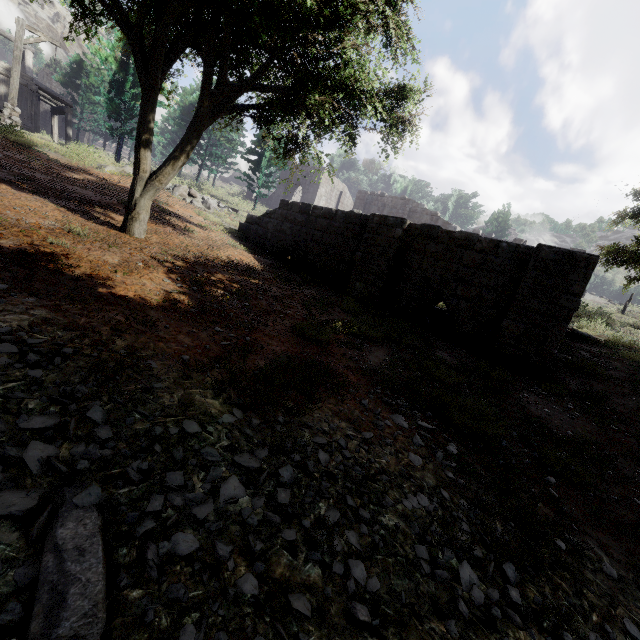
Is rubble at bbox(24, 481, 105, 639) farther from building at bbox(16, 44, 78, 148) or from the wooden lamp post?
the wooden lamp post

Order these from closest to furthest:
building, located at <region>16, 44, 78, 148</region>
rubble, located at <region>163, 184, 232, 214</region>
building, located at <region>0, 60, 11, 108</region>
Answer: rubble, located at <region>163, 184, 232, 214</region>
building, located at <region>0, 60, 11, 108</region>
building, located at <region>16, 44, 78, 148</region>

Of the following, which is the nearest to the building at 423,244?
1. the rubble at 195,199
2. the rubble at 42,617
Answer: the rubble at 42,617

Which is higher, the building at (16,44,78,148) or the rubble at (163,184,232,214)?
the building at (16,44,78,148)

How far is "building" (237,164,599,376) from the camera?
7.97m

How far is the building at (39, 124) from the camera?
22.8 meters

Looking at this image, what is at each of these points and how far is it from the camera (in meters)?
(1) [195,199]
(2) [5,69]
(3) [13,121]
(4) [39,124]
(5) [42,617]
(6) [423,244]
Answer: (1) rubble, 18.08
(2) building, 21.84
(3) wooden lamp post, 14.62
(4) building, 23.88
(5) rubble, 1.43
(6) building, 10.16

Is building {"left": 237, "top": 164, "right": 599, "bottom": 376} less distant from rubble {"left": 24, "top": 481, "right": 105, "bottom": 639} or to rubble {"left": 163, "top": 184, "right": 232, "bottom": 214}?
rubble {"left": 24, "top": 481, "right": 105, "bottom": 639}
